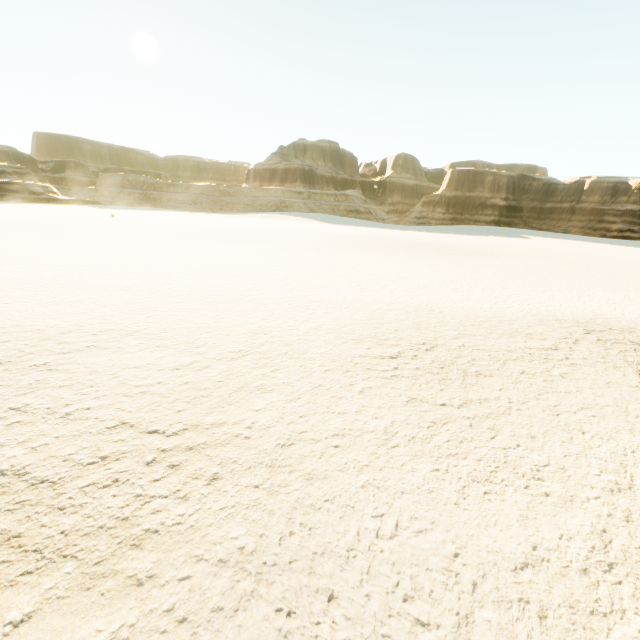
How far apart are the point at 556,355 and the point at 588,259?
27.90m
